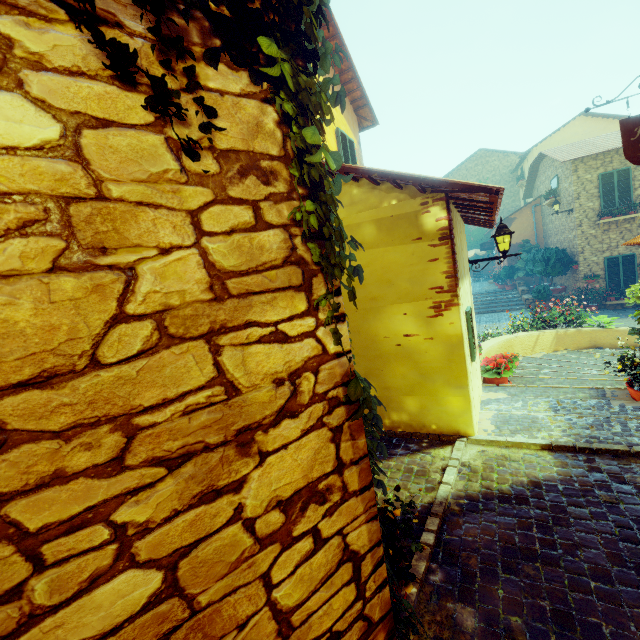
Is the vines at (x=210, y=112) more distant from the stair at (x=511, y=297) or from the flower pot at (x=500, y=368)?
the flower pot at (x=500, y=368)

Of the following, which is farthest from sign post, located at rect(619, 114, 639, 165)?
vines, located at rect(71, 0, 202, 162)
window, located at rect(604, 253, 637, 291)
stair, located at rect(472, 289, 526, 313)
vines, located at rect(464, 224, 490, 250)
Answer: vines, located at rect(464, 224, 490, 250)

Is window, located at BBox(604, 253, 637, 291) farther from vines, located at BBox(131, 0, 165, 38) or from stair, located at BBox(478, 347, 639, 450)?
vines, located at BBox(131, 0, 165, 38)

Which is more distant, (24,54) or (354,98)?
(354,98)

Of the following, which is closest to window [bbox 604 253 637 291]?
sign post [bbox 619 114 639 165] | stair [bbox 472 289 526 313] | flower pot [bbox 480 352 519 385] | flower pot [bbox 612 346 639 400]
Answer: stair [bbox 472 289 526 313]

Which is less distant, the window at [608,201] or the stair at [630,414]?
the stair at [630,414]

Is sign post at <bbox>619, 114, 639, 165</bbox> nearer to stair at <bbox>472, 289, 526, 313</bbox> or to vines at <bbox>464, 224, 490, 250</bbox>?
stair at <bbox>472, 289, 526, 313</bbox>

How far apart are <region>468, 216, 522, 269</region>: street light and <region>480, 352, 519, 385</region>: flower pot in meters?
1.6
